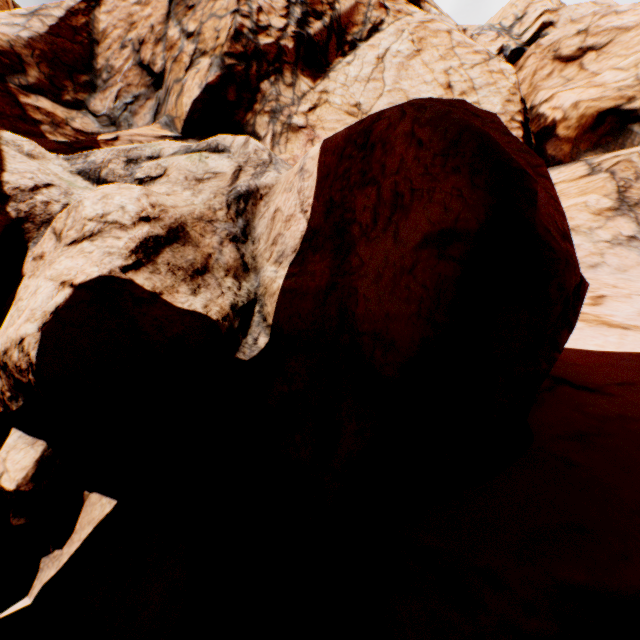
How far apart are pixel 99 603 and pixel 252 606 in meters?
1.7
